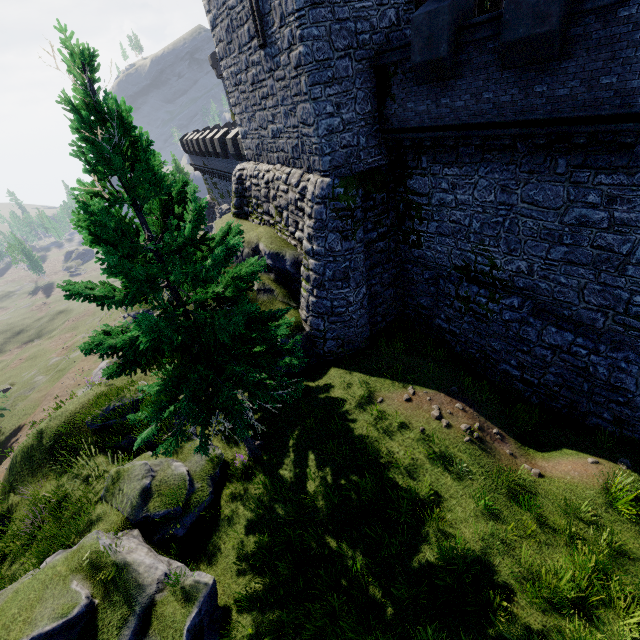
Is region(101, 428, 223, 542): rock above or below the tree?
below

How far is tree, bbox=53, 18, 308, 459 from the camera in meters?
6.3 m

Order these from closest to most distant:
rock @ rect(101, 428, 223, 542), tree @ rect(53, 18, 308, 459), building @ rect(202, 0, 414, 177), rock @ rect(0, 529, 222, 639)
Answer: tree @ rect(53, 18, 308, 459) → rock @ rect(0, 529, 222, 639) → rock @ rect(101, 428, 223, 542) → building @ rect(202, 0, 414, 177)

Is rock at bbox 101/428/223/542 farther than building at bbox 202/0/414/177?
No

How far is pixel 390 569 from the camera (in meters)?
8.29

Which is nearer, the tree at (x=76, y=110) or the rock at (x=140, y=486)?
the tree at (x=76, y=110)

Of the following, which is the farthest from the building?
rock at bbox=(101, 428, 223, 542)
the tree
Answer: rock at bbox=(101, 428, 223, 542)

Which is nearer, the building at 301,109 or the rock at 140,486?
the rock at 140,486
